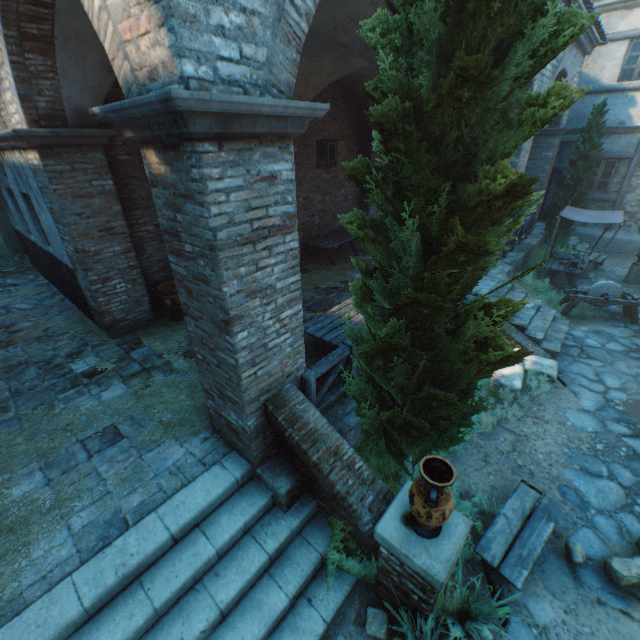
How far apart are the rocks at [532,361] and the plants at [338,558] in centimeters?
447cm

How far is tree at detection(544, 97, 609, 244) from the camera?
11.60m

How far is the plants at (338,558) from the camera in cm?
369

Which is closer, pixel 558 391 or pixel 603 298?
pixel 558 391

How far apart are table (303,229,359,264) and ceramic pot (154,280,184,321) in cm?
447

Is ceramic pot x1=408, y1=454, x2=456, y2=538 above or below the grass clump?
above

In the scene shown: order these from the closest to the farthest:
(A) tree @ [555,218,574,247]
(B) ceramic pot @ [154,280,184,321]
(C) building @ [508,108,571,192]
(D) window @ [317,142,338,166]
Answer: (B) ceramic pot @ [154,280,184,321] < (C) building @ [508,108,571,192] < (D) window @ [317,142,338,166] < (A) tree @ [555,218,574,247]

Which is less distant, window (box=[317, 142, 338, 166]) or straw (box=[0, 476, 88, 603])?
straw (box=[0, 476, 88, 603])
